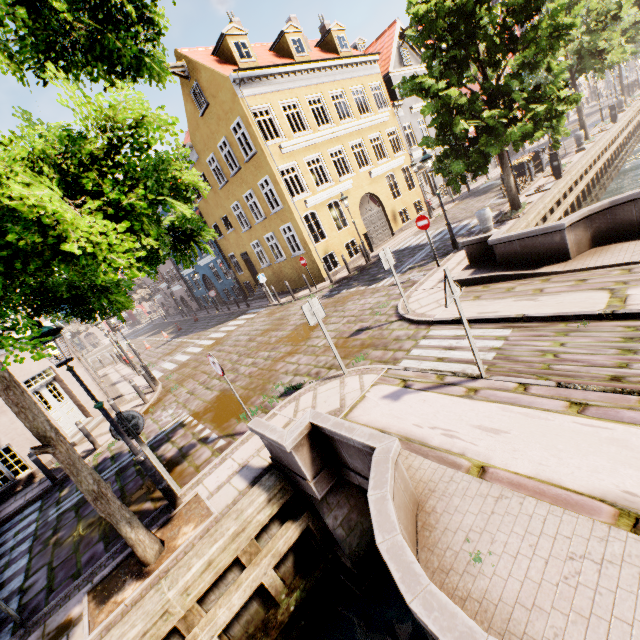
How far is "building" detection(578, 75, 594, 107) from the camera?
50.81m

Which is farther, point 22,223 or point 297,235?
point 297,235

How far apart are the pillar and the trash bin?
10.6 meters

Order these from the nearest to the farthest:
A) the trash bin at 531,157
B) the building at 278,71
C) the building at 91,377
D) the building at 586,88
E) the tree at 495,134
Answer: the tree at 495,134, the building at 91,377, the building at 278,71, the trash bin at 531,157, the building at 586,88

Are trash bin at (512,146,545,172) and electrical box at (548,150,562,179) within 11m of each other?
yes

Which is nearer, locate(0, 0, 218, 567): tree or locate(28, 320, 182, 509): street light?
locate(0, 0, 218, 567): tree

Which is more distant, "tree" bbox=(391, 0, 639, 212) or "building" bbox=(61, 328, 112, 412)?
"building" bbox=(61, 328, 112, 412)

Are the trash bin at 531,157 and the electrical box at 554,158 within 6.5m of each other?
yes
